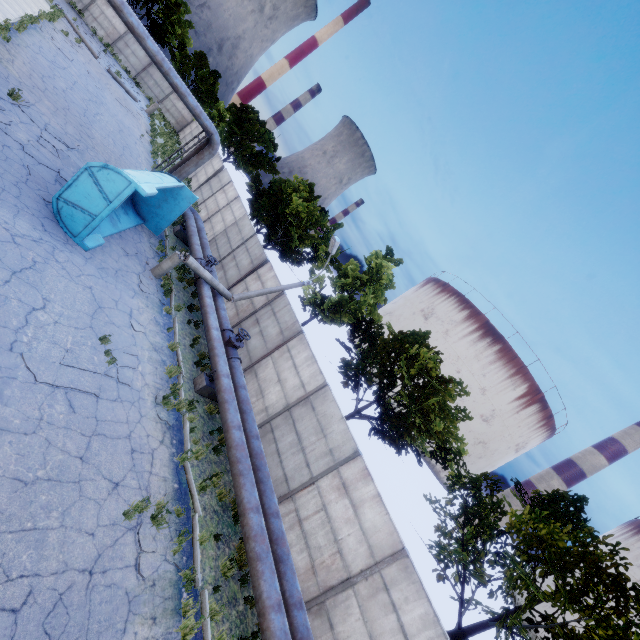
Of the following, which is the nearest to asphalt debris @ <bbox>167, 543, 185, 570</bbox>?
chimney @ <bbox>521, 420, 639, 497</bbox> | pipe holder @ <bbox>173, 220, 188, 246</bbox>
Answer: pipe holder @ <bbox>173, 220, 188, 246</bbox>

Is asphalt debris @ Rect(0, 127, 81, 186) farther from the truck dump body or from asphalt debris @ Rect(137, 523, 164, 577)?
asphalt debris @ Rect(137, 523, 164, 577)

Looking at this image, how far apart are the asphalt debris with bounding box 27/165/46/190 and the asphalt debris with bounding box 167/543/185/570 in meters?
9.5 m

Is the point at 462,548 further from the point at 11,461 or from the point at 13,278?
the point at 13,278

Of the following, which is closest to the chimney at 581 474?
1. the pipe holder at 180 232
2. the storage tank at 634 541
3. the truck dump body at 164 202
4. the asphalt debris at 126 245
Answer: the storage tank at 634 541

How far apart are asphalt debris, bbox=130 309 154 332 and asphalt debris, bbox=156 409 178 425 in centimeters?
209cm

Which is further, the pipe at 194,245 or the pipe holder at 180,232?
the pipe holder at 180,232

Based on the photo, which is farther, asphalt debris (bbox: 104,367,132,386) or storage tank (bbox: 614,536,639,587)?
storage tank (bbox: 614,536,639,587)
